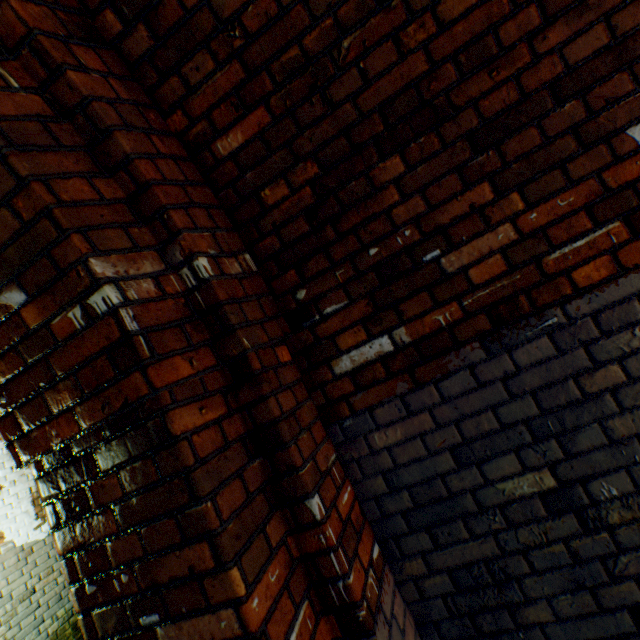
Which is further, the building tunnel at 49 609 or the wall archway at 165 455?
the building tunnel at 49 609

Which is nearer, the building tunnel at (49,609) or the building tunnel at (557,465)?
the building tunnel at (557,465)

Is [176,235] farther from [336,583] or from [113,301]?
[336,583]

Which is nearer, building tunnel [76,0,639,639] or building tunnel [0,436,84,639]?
building tunnel [76,0,639,639]

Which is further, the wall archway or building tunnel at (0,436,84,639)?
building tunnel at (0,436,84,639)
